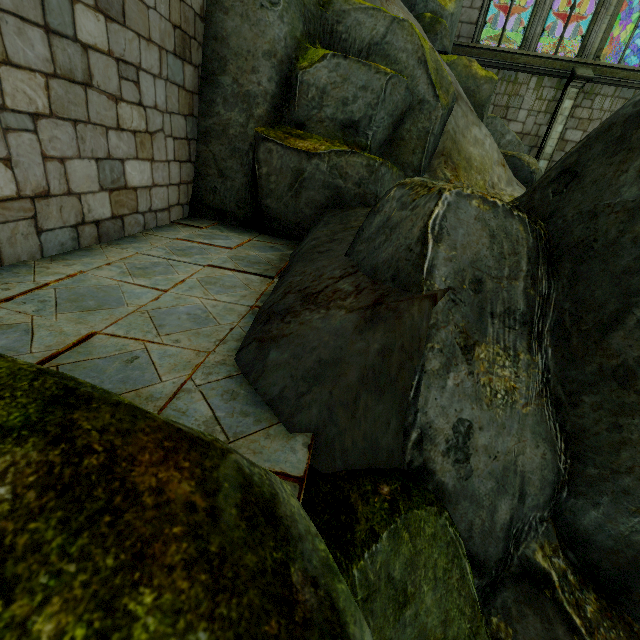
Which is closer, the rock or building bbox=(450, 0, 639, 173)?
the rock

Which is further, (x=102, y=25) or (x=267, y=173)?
(x=267, y=173)

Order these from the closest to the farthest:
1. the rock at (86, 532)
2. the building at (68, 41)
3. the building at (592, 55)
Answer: the rock at (86, 532) → the building at (68, 41) → the building at (592, 55)

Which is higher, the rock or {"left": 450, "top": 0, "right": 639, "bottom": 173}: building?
{"left": 450, "top": 0, "right": 639, "bottom": 173}: building

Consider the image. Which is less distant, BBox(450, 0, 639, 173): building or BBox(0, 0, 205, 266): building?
BBox(0, 0, 205, 266): building

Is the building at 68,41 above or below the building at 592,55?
below

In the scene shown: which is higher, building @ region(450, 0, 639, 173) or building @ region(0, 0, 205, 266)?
building @ region(450, 0, 639, 173)
